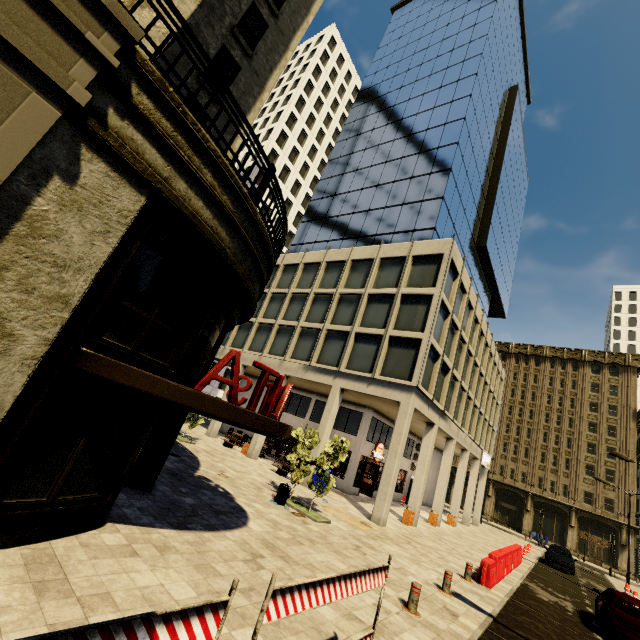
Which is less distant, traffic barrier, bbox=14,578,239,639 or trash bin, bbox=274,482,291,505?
traffic barrier, bbox=14,578,239,639

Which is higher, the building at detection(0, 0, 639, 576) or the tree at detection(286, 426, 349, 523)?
the tree at detection(286, 426, 349, 523)

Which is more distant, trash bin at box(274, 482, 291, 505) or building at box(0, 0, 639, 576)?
trash bin at box(274, 482, 291, 505)

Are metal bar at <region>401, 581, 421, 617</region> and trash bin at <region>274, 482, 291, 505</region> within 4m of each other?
no

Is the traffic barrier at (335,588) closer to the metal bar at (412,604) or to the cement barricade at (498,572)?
the metal bar at (412,604)

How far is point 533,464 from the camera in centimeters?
4803cm

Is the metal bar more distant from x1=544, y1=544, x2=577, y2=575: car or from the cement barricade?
x1=544, y1=544, x2=577, y2=575: car

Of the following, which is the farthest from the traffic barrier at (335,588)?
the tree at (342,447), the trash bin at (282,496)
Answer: the tree at (342,447)
